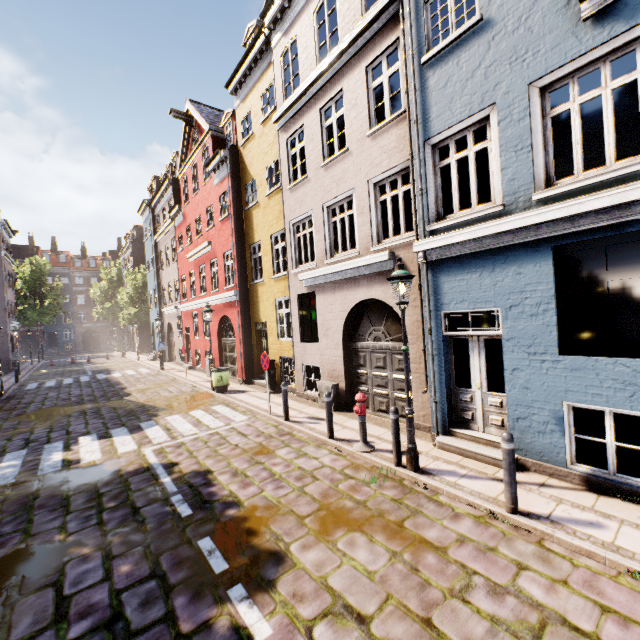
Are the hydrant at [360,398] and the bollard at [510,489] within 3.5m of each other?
yes

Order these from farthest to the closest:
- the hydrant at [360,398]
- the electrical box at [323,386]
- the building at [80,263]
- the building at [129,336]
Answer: the building at [129,336]
the building at [80,263]
the electrical box at [323,386]
the hydrant at [360,398]

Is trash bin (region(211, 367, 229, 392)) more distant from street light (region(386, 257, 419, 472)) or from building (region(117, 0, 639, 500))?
street light (region(386, 257, 419, 472))

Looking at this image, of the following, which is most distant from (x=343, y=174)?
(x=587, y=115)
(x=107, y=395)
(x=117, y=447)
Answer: (x=107, y=395)

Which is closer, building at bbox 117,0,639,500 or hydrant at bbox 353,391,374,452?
building at bbox 117,0,639,500

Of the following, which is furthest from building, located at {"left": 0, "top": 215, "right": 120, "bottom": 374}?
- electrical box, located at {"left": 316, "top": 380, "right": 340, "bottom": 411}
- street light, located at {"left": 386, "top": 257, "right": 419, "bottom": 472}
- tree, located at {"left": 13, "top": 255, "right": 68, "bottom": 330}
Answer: tree, located at {"left": 13, "top": 255, "right": 68, "bottom": 330}

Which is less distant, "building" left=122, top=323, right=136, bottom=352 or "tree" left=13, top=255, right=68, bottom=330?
"tree" left=13, top=255, right=68, bottom=330

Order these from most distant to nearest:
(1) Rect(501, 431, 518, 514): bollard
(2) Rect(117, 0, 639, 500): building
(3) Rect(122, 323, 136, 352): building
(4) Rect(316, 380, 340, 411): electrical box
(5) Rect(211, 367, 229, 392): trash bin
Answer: (3) Rect(122, 323, 136, 352): building < (5) Rect(211, 367, 229, 392): trash bin < (4) Rect(316, 380, 340, 411): electrical box < (2) Rect(117, 0, 639, 500): building < (1) Rect(501, 431, 518, 514): bollard
